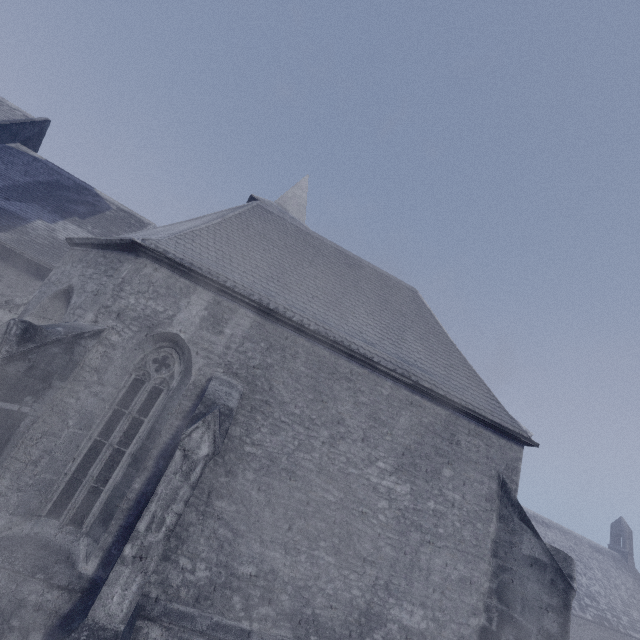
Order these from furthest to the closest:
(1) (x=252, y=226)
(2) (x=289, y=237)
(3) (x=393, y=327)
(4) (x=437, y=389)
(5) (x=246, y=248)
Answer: (2) (x=289, y=237) → (1) (x=252, y=226) → (3) (x=393, y=327) → (5) (x=246, y=248) → (4) (x=437, y=389)
